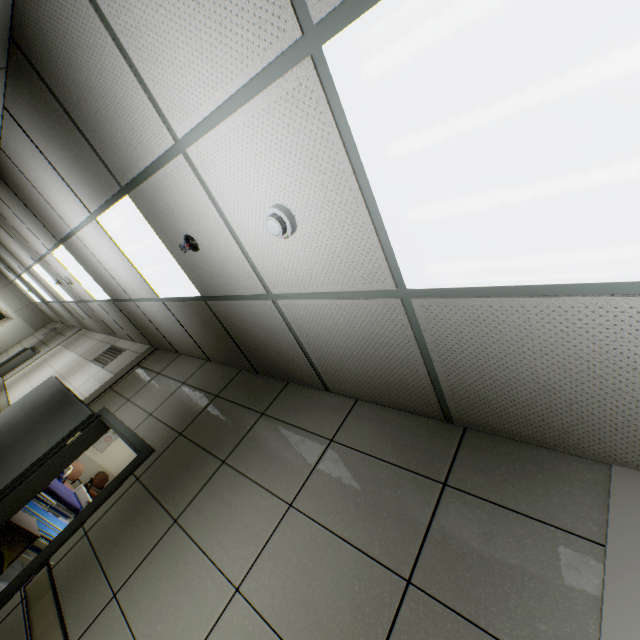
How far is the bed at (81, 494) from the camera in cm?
673

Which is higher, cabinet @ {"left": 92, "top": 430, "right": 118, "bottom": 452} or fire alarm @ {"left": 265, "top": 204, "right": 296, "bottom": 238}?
fire alarm @ {"left": 265, "top": 204, "right": 296, "bottom": 238}

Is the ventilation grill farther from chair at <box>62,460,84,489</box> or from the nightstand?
chair at <box>62,460,84,489</box>

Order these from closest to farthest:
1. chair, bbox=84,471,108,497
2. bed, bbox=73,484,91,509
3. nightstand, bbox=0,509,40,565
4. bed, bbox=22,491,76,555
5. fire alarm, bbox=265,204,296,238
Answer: fire alarm, bbox=265,204,296,238 → nightstand, bbox=0,509,40,565 → bed, bbox=22,491,76,555 → bed, bbox=73,484,91,509 → chair, bbox=84,471,108,497

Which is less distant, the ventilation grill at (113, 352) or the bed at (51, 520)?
the bed at (51, 520)

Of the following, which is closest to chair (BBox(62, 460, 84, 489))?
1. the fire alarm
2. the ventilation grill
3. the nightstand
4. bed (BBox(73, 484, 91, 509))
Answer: bed (BBox(73, 484, 91, 509))

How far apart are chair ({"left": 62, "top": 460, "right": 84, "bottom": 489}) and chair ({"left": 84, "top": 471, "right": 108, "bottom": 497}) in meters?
1.1

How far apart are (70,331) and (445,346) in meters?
11.9 m
